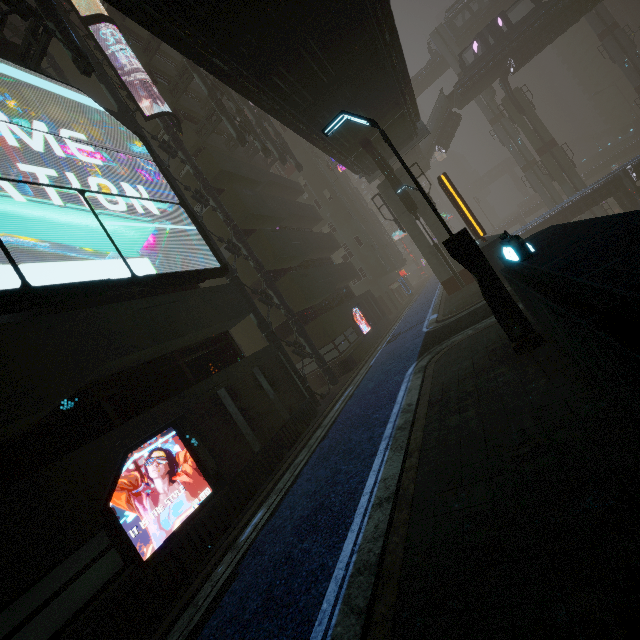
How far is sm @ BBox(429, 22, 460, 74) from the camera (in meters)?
50.56

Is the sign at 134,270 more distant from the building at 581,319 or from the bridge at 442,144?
the bridge at 442,144

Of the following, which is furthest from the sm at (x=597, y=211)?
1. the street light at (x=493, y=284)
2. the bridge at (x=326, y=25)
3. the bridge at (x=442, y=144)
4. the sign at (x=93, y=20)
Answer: the street light at (x=493, y=284)

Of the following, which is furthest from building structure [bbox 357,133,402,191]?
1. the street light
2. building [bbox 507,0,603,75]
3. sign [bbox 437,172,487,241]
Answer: building [bbox 507,0,603,75]

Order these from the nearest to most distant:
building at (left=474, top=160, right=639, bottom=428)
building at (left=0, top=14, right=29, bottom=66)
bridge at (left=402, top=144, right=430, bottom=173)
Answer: building at (left=474, top=160, right=639, bottom=428)
building at (left=0, top=14, right=29, bottom=66)
bridge at (left=402, top=144, right=430, bottom=173)

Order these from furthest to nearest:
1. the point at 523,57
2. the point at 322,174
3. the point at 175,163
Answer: the point at 523,57 < the point at 322,174 < the point at 175,163

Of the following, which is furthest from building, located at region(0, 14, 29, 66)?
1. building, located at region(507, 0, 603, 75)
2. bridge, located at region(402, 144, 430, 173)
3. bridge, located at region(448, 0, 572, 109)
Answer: building, located at region(507, 0, 603, 75)

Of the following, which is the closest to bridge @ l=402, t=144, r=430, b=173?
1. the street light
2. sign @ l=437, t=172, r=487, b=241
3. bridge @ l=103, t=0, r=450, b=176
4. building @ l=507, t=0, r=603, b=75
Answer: bridge @ l=103, t=0, r=450, b=176
